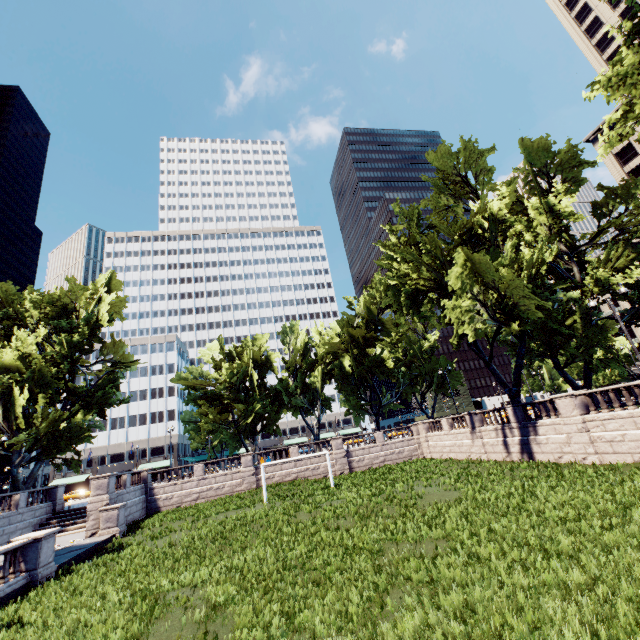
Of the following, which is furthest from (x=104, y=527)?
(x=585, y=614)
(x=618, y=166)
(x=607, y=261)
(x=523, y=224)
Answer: (x=618, y=166)

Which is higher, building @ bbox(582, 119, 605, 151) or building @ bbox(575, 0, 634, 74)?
building @ bbox(575, 0, 634, 74)

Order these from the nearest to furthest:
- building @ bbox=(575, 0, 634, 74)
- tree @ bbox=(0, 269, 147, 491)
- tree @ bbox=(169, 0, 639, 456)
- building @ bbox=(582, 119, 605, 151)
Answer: tree @ bbox=(169, 0, 639, 456) → tree @ bbox=(0, 269, 147, 491) → building @ bbox=(575, 0, 634, 74) → building @ bbox=(582, 119, 605, 151)

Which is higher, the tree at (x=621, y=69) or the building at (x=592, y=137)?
the building at (x=592, y=137)

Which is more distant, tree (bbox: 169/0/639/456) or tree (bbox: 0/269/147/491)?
tree (bbox: 0/269/147/491)

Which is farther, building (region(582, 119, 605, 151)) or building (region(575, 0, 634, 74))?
building (region(582, 119, 605, 151))

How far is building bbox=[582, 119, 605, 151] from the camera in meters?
55.3

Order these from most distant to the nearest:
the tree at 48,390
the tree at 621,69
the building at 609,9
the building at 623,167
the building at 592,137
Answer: the building at 592,137 → the building at 609,9 → the building at 623,167 → the tree at 48,390 → the tree at 621,69
